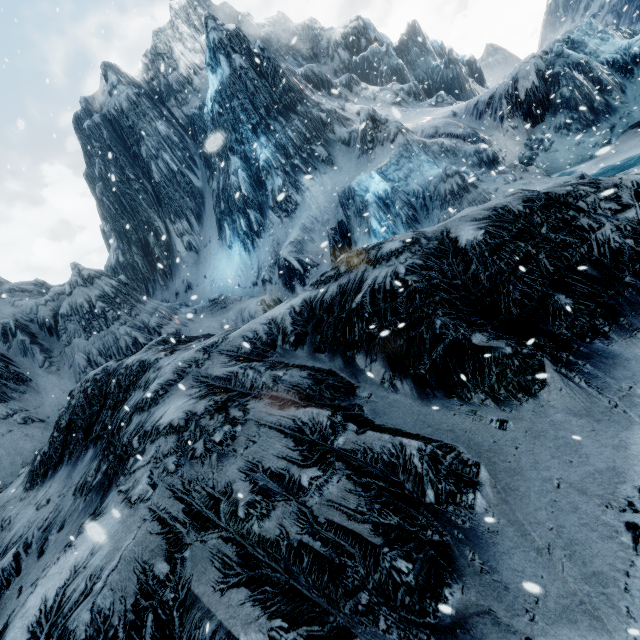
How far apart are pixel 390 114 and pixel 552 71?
11.8m
